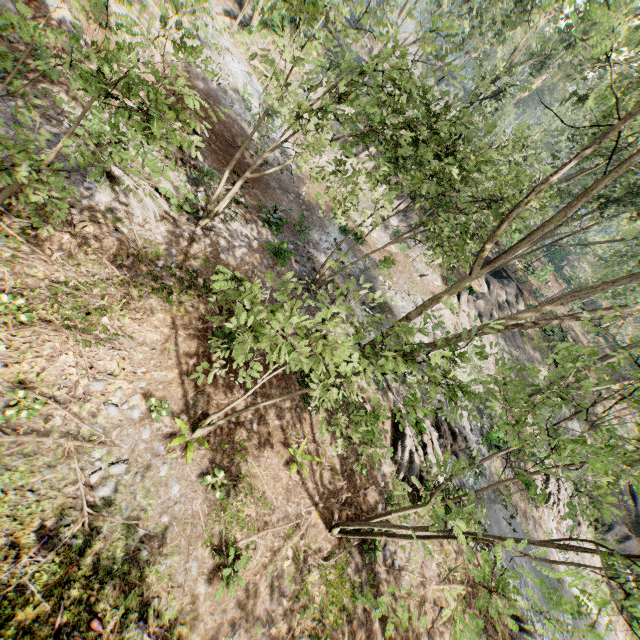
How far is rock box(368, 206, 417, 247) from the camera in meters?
24.6

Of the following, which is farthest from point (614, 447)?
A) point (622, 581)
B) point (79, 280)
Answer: point (79, 280)

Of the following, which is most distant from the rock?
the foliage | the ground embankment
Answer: the ground embankment

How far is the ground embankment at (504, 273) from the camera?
32.34m

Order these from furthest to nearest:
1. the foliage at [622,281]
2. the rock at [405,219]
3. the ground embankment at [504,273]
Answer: the ground embankment at [504,273], the rock at [405,219], the foliage at [622,281]

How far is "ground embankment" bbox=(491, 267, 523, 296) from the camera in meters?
32.3 m

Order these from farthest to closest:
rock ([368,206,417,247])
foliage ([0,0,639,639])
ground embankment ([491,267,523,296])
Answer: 1. ground embankment ([491,267,523,296])
2. rock ([368,206,417,247])
3. foliage ([0,0,639,639])
